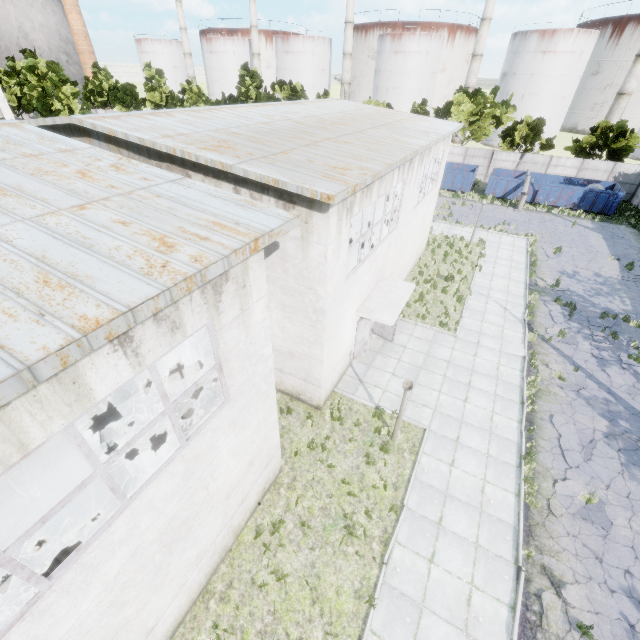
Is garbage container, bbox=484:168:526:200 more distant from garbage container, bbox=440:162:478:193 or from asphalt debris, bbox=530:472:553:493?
asphalt debris, bbox=530:472:553:493

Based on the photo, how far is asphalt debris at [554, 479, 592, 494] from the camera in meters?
9.9 m

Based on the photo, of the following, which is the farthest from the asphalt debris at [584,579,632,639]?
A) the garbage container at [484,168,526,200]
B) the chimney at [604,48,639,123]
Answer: the chimney at [604,48,639,123]

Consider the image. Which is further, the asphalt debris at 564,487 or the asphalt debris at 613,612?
the asphalt debris at 564,487

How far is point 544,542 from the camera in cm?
885

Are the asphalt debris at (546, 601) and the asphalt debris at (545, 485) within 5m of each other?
yes

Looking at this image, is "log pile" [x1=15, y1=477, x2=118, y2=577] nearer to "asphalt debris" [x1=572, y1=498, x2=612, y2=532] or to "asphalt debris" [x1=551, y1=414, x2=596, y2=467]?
"asphalt debris" [x1=572, y1=498, x2=612, y2=532]

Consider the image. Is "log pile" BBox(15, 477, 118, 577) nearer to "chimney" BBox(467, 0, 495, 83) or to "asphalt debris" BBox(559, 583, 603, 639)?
"asphalt debris" BBox(559, 583, 603, 639)
